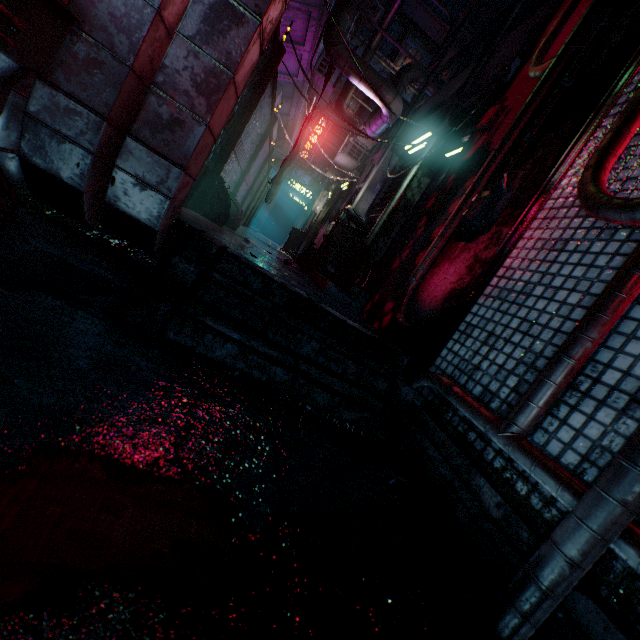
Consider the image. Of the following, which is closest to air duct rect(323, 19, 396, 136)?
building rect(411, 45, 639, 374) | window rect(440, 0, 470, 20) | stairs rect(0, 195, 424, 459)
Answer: building rect(411, 45, 639, 374)

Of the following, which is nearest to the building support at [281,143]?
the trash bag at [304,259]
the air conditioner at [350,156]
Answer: the air conditioner at [350,156]

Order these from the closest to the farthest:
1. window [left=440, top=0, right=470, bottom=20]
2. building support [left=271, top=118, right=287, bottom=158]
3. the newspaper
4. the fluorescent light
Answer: the newspaper, the fluorescent light, building support [left=271, top=118, right=287, bottom=158], window [left=440, top=0, right=470, bottom=20]

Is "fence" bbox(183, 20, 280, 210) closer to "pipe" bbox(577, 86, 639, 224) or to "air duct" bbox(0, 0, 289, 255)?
"air duct" bbox(0, 0, 289, 255)

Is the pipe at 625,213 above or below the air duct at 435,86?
below

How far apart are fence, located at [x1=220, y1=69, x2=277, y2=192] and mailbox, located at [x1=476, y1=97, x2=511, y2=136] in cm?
214

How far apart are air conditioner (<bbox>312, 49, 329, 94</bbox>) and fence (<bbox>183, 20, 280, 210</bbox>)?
4.1m

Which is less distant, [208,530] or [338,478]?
[208,530]
